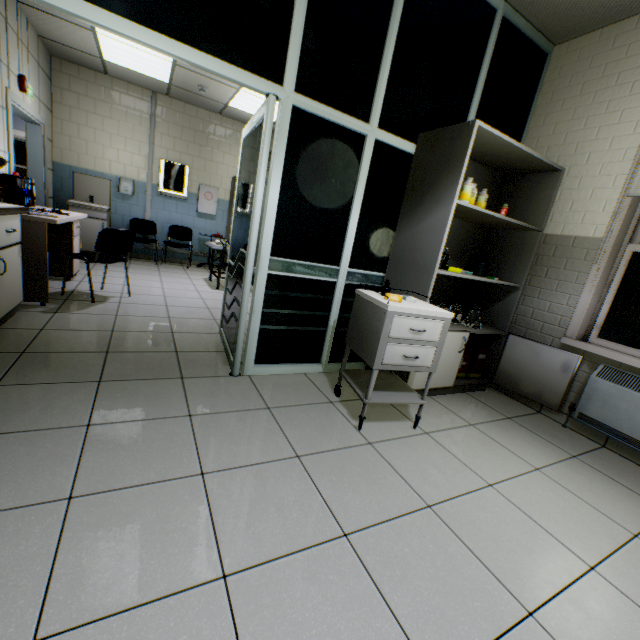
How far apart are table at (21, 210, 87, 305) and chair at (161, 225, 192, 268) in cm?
212

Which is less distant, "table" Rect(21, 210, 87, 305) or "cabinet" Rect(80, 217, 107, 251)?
"table" Rect(21, 210, 87, 305)

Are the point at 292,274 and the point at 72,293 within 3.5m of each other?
yes

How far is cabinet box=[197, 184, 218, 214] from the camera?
7.03m

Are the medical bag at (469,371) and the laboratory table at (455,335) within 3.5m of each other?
yes

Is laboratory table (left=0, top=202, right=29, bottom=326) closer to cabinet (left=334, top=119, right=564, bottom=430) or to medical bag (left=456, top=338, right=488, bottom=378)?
cabinet (left=334, top=119, right=564, bottom=430)

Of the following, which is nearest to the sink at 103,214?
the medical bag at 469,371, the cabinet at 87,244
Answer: the cabinet at 87,244

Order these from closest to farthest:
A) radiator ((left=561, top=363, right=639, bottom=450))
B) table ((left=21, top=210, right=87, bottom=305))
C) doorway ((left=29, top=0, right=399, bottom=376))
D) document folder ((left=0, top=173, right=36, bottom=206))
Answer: doorway ((left=29, top=0, right=399, bottom=376))
radiator ((left=561, top=363, right=639, bottom=450))
table ((left=21, top=210, right=87, bottom=305))
document folder ((left=0, top=173, right=36, bottom=206))
